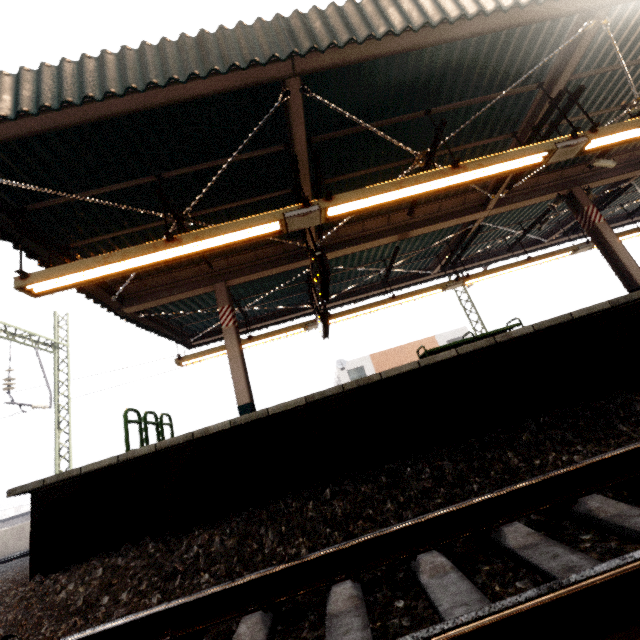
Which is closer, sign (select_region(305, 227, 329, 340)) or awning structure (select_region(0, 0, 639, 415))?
awning structure (select_region(0, 0, 639, 415))

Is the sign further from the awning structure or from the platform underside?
the platform underside

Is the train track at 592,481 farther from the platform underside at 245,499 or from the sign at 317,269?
the sign at 317,269

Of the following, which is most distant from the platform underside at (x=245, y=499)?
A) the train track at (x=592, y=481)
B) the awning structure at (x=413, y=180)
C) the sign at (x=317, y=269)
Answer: the sign at (x=317, y=269)

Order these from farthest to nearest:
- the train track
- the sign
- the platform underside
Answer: the sign
the platform underside
the train track

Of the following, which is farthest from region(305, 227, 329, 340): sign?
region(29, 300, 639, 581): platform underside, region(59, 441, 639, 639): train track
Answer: region(59, 441, 639, 639): train track

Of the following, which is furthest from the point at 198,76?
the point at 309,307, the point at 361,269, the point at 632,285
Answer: the point at 632,285
